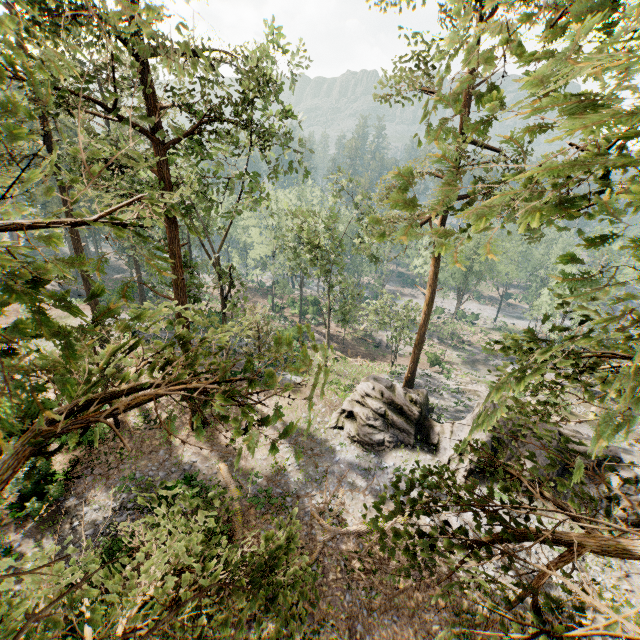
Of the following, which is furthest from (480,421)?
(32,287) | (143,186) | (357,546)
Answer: (143,186)

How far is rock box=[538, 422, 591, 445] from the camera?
19.48m

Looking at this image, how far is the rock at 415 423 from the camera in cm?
2023

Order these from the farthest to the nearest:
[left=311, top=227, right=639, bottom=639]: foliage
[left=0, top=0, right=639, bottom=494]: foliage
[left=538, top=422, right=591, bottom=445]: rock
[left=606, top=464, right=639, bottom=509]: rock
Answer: [left=538, top=422, right=591, bottom=445]: rock → [left=606, top=464, right=639, bottom=509]: rock → [left=311, top=227, right=639, bottom=639]: foliage → [left=0, top=0, right=639, bottom=494]: foliage

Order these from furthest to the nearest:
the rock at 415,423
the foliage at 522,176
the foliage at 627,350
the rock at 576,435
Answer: the rock at 415,423 < the rock at 576,435 < the foliage at 627,350 < the foliage at 522,176

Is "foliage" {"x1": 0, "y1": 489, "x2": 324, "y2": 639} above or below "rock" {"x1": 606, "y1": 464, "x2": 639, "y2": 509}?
above

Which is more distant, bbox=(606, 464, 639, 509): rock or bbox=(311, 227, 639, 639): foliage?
bbox=(606, 464, 639, 509): rock
